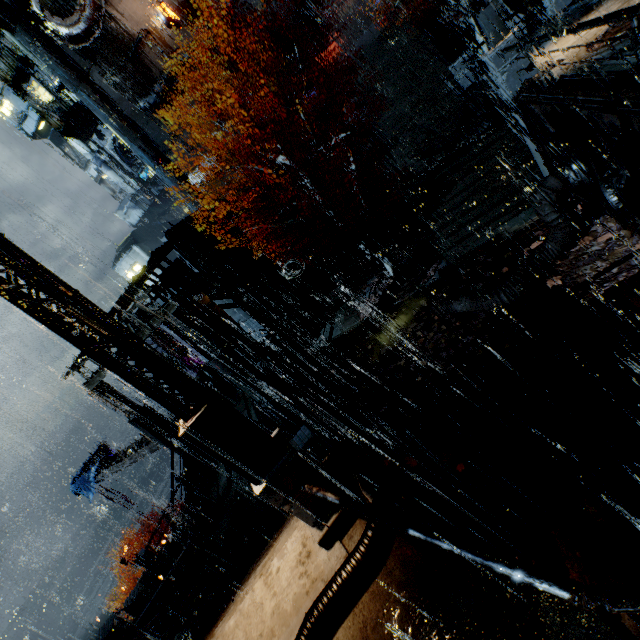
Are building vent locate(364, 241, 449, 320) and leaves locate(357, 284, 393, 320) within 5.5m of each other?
yes

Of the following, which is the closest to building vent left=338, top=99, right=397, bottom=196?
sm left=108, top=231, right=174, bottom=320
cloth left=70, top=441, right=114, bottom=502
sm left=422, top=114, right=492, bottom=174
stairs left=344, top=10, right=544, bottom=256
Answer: stairs left=344, top=10, right=544, bottom=256

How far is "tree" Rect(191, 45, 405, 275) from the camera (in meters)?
13.00

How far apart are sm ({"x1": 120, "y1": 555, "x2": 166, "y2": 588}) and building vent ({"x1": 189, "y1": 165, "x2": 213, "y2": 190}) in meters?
34.3

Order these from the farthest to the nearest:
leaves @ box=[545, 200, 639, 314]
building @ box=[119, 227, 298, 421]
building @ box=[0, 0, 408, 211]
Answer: building @ box=[0, 0, 408, 211] < building @ box=[119, 227, 298, 421] < leaves @ box=[545, 200, 639, 314]

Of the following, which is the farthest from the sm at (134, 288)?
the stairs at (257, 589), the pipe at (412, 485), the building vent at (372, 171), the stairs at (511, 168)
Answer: the building vent at (372, 171)

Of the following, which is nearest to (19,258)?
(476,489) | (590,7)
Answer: (476,489)

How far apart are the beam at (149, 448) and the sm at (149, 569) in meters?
5.1 m
